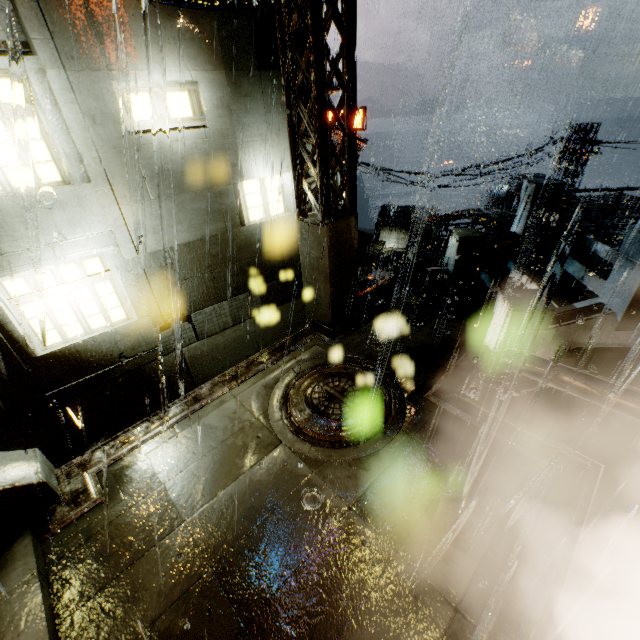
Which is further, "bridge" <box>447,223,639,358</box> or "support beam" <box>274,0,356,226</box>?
"bridge" <box>447,223,639,358</box>

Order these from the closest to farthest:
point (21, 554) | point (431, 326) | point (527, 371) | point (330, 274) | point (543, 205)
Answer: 1. point (21, 554)
2. point (527, 371)
3. point (330, 274)
4. point (431, 326)
5. point (543, 205)

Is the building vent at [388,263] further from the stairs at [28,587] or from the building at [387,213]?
the stairs at [28,587]

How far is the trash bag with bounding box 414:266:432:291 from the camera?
10.33m

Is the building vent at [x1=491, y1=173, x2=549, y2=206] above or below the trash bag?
below

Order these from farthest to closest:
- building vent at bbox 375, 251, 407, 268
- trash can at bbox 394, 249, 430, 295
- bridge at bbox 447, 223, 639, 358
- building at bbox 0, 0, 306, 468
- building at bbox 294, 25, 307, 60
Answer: building vent at bbox 375, 251, 407, 268, trash can at bbox 394, 249, 430, 295, building at bbox 294, 25, 307, 60, bridge at bbox 447, 223, 639, 358, building at bbox 0, 0, 306, 468

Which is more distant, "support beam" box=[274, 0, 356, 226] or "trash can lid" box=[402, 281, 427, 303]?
"trash can lid" box=[402, 281, 427, 303]

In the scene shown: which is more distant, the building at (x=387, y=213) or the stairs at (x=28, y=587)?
the building at (x=387, y=213)
